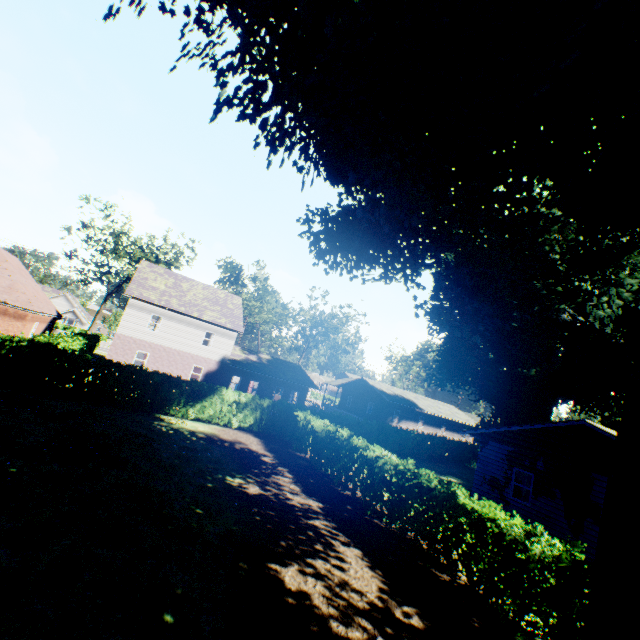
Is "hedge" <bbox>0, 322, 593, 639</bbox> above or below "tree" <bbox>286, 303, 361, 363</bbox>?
below

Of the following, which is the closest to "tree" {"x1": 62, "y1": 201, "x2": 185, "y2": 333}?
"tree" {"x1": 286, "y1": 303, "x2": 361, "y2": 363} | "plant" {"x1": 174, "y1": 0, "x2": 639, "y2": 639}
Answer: "plant" {"x1": 174, "y1": 0, "x2": 639, "y2": 639}

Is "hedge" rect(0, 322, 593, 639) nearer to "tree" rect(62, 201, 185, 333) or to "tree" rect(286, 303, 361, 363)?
"tree" rect(62, 201, 185, 333)

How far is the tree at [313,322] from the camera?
49.2 meters

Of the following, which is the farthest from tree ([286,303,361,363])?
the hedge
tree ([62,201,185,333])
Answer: the hedge

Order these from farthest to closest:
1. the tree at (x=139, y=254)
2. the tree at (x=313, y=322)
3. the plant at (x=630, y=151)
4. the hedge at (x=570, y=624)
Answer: the tree at (x=313, y=322) → the tree at (x=139, y=254) → the hedge at (x=570, y=624) → the plant at (x=630, y=151)

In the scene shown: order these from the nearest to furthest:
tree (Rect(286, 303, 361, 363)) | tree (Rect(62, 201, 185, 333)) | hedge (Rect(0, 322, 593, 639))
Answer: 1. hedge (Rect(0, 322, 593, 639))
2. tree (Rect(62, 201, 185, 333))
3. tree (Rect(286, 303, 361, 363))

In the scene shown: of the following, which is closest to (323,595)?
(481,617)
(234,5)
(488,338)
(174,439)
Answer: (481,617)
